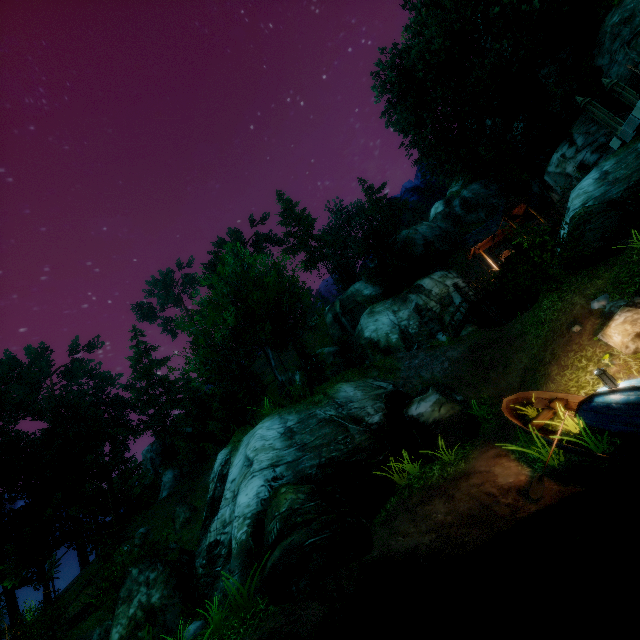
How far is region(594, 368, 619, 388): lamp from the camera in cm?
673

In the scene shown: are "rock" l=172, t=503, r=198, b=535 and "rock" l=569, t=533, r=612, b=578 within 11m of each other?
no

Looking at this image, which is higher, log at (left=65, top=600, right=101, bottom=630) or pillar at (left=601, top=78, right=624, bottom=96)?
pillar at (left=601, top=78, right=624, bottom=96)

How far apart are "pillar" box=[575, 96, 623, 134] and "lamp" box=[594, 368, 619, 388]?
14.2 meters

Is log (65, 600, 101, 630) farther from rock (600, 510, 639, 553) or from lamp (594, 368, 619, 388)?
lamp (594, 368, 619, 388)

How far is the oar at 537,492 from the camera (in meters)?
6.86

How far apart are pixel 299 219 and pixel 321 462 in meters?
39.7

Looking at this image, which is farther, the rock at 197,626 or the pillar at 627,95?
the pillar at 627,95
